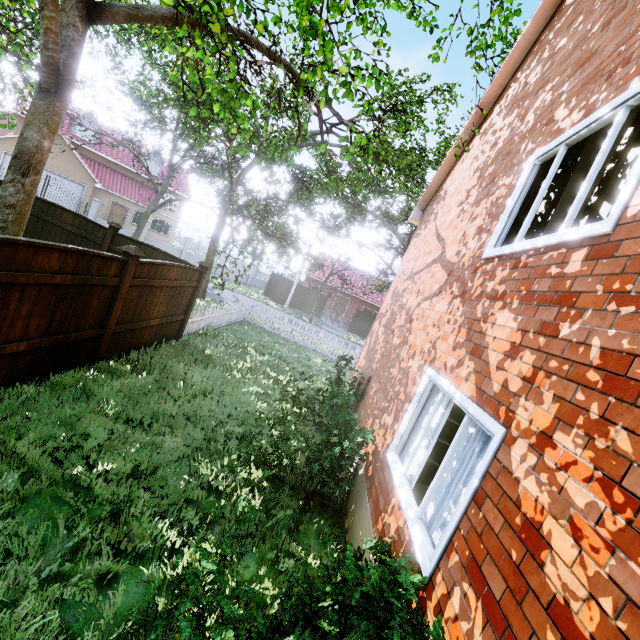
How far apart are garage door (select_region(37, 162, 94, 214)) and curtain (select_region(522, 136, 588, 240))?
33.4 meters

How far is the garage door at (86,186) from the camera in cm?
2547

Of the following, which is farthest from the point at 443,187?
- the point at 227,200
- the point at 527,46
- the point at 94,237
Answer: the point at 94,237

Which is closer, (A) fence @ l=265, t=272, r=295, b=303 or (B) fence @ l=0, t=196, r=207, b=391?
(B) fence @ l=0, t=196, r=207, b=391

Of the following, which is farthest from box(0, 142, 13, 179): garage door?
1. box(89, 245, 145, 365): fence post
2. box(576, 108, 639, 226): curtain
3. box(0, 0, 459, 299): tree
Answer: box(576, 108, 639, 226): curtain

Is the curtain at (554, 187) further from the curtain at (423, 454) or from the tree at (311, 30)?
the tree at (311, 30)

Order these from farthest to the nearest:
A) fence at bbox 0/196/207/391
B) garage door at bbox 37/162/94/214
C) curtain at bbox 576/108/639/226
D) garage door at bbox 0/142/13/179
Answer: garage door at bbox 37/162/94/214 < garage door at bbox 0/142/13/179 < fence at bbox 0/196/207/391 < curtain at bbox 576/108/639/226

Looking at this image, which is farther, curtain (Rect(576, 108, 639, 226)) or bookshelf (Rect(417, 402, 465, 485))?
bookshelf (Rect(417, 402, 465, 485))
